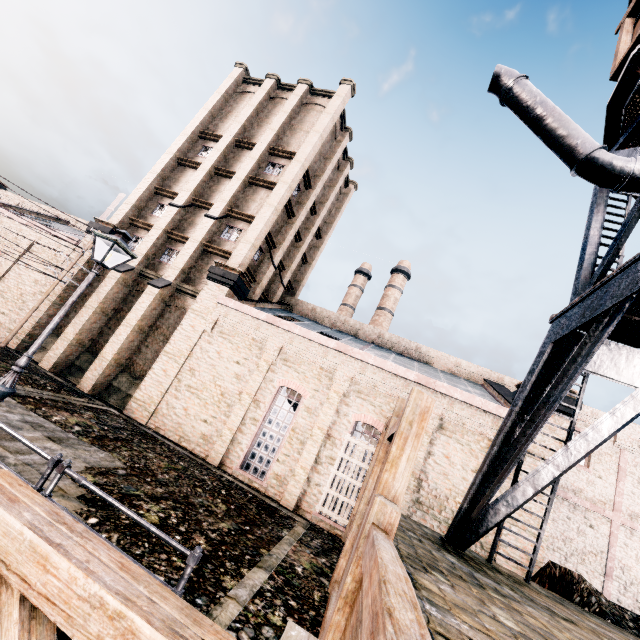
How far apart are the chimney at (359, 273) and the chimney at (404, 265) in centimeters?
253cm

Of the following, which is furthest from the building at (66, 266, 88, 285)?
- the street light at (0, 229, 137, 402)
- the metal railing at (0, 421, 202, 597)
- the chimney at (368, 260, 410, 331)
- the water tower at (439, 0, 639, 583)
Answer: the chimney at (368, 260, 410, 331)

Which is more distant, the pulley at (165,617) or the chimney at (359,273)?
the chimney at (359,273)

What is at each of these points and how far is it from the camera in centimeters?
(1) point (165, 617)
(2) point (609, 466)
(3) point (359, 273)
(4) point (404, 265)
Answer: (1) pulley, 166cm
(2) building, 2212cm
(3) chimney, 4897cm
(4) chimney, 4809cm

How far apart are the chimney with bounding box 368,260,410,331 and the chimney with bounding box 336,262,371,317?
2.53m

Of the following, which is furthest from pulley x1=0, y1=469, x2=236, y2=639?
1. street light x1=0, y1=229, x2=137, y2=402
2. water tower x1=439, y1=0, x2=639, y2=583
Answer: street light x1=0, y1=229, x2=137, y2=402

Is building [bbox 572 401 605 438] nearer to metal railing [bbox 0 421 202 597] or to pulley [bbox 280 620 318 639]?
metal railing [bbox 0 421 202 597]

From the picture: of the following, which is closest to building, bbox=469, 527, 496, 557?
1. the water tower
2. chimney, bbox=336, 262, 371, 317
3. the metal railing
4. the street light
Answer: the water tower
